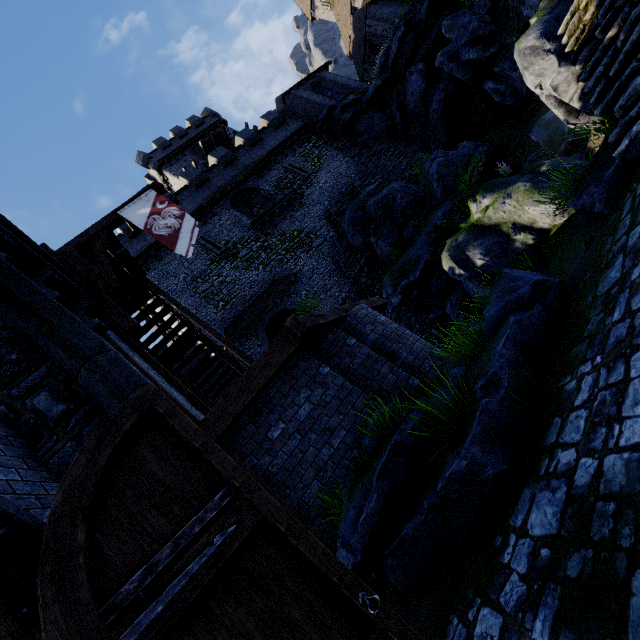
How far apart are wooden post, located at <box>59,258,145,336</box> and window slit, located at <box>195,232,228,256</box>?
13.25m

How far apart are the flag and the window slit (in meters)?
11.92

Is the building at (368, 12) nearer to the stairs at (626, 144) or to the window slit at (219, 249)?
the window slit at (219, 249)

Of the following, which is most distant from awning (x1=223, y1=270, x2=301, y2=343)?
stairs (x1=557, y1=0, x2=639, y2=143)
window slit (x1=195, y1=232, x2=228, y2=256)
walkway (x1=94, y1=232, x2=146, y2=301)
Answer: walkway (x1=94, y1=232, x2=146, y2=301)

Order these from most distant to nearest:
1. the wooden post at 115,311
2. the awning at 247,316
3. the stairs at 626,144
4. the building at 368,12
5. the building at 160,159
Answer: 1. the building at 160,159
2. the building at 368,12
3. the awning at 247,316
4. the wooden post at 115,311
5. the stairs at 626,144

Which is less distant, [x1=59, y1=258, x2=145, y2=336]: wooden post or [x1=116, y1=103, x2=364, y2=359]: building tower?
[x1=59, y1=258, x2=145, y2=336]: wooden post

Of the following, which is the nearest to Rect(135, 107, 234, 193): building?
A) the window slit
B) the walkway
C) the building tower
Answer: the building tower

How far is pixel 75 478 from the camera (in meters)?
2.25
